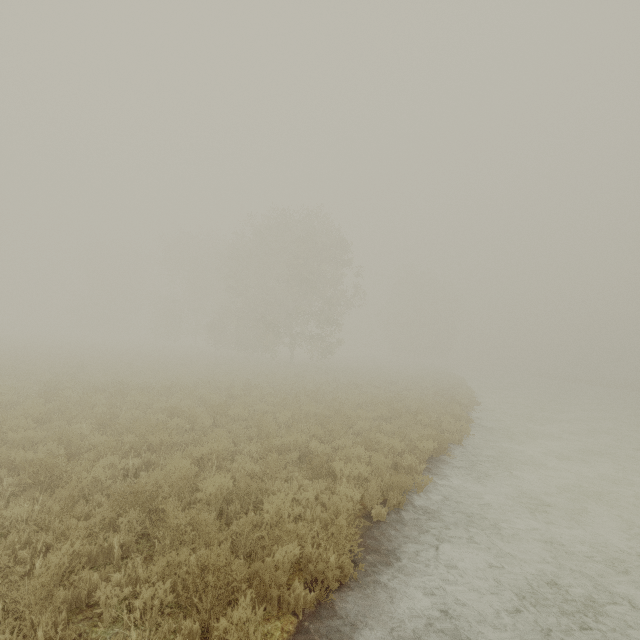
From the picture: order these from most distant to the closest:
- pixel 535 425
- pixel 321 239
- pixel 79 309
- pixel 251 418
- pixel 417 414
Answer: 1. pixel 79 309
2. pixel 321 239
3. pixel 535 425
4. pixel 417 414
5. pixel 251 418
